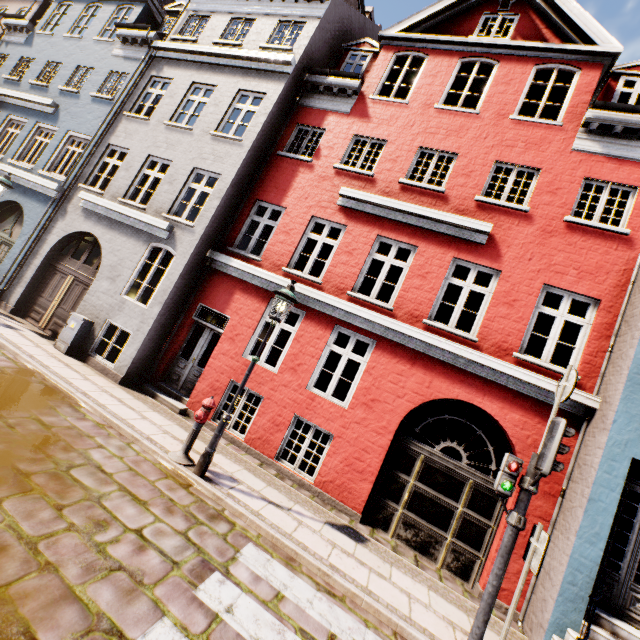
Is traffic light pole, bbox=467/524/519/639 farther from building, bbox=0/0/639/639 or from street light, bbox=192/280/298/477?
street light, bbox=192/280/298/477

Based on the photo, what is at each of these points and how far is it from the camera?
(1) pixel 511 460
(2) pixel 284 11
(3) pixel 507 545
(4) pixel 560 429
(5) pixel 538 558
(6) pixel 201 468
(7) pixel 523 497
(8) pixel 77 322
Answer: (1) pedestrian light, 4.46m
(2) building, 10.57m
(3) traffic light pole, 4.28m
(4) traffic light, 4.20m
(5) sign, 4.05m
(6) street light, 5.59m
(7) traffic light pole, 4.38m
(8) electrical box, 8.87m

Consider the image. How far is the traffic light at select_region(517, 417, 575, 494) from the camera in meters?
4.1

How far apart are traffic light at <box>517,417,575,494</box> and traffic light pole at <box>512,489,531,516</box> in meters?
0.0 m

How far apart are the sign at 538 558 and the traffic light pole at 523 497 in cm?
20

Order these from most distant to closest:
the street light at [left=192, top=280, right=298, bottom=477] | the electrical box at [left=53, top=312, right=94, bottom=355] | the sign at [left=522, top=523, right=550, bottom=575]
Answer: the electrical box at [left=53, top=312, right=94, bottom=355], the street light at [left=192, top=280, right=298, bottom=477], the sign at [left=522, top=523, right=550, bottom=575]

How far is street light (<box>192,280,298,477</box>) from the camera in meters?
5.6

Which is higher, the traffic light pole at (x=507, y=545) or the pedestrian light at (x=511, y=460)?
the pedestrian light at (x=511, y=460)
